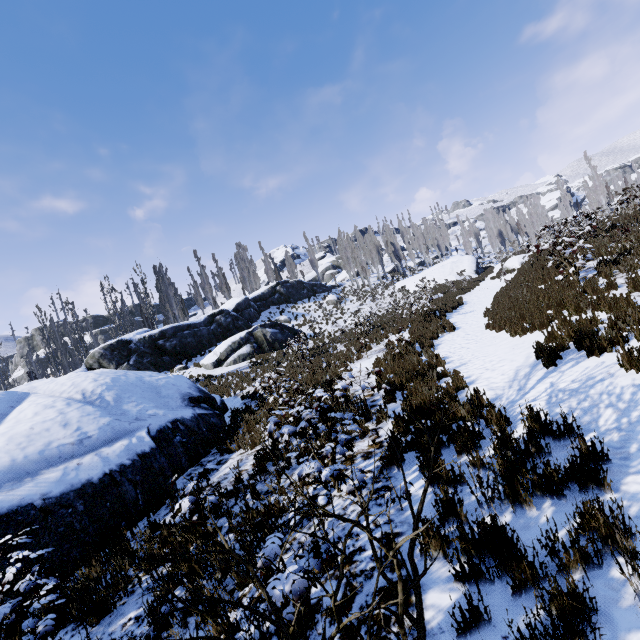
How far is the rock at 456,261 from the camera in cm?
3578

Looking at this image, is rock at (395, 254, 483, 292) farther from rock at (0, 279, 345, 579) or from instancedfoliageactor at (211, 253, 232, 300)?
rock at (0, 279, 345, 579)

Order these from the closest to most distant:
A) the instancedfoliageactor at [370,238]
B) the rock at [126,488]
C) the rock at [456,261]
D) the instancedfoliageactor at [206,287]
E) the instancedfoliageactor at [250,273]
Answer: the rock at [126,488], the rock at [456,261], the instancedfoliageactor at [370,238], the instancedfoliageactor at [206,287], the instancedfoliageactor at [250,273]

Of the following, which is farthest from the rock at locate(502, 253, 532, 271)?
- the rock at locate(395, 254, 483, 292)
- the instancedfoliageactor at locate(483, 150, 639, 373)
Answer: the instancedfoliageactor at locate(483, 150, 639, 373)

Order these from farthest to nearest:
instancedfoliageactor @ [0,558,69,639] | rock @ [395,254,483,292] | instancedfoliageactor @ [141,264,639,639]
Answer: rock @ [395,254,483,292], instancedfoliageactor @ [0,558,69,639], instancedfoliageactor @ [141,264,639,639]

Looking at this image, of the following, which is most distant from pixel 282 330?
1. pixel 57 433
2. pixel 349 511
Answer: pixel 349 511

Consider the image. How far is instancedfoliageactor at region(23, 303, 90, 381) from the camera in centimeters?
2877cm
